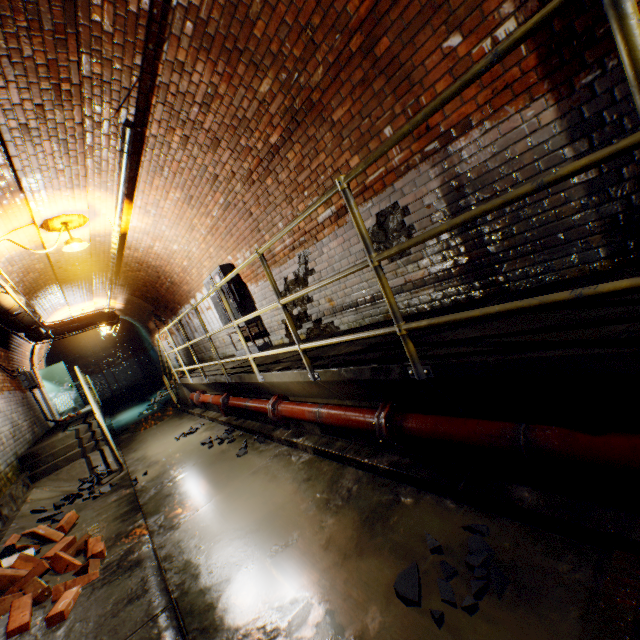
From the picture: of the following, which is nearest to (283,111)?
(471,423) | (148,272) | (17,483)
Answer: (471,423)

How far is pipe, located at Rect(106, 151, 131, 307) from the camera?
4.4m

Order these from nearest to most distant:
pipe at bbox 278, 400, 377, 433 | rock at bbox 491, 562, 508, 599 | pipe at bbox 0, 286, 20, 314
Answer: rock at bbox 491, 562, 508, 599 < pipe at bbox 278, 400, 377, 433 < pipe at bbox 0, 286, 20, 314

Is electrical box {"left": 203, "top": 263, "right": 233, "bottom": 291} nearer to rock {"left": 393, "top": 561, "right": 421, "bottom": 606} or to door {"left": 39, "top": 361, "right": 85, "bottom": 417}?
rock {"left": 393, "top": 561, "right": 421, "bottom": 606}

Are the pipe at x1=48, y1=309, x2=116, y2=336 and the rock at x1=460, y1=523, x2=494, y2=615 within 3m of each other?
no

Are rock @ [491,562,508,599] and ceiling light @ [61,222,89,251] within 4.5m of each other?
no

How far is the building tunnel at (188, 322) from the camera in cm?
981

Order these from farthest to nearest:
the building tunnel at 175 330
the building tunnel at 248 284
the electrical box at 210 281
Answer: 1. the building tunnel at 175 330
2. the electrical box at 210 281
3. the building tunnel at 248 284
